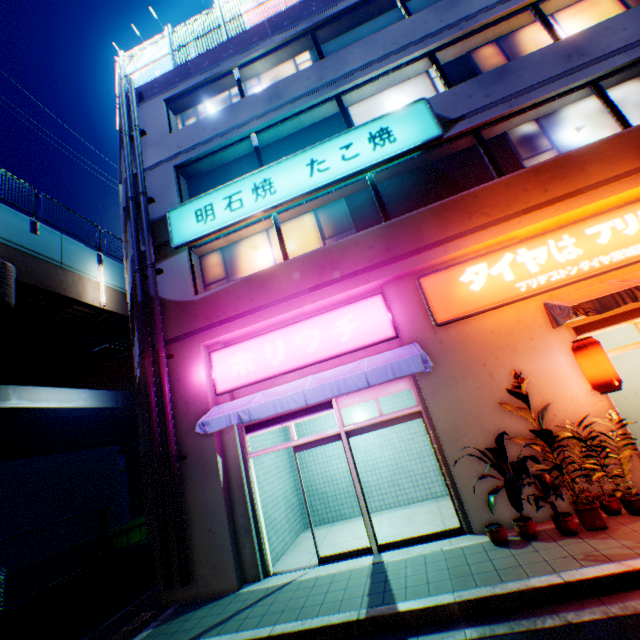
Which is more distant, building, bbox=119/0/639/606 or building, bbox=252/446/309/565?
building, bbox=252/446/309/565

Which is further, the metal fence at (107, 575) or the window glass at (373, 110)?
the window glass at (373, 110)

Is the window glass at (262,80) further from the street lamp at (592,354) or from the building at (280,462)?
the street lamp at (592,354)

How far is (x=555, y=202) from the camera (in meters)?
6.91

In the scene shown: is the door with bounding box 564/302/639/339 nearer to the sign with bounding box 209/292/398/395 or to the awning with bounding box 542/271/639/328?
the awning with bounding box 542/271/639/328

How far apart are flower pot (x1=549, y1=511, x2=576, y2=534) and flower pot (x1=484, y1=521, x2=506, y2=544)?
0.7 meters

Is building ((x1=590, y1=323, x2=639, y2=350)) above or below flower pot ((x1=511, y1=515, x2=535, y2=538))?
above

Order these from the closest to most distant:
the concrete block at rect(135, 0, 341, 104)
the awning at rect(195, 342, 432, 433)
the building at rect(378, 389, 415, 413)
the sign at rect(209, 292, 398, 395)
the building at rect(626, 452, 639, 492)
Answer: the building at rect(626, 452, 639, 492)
the awning at rect(195, 342, 432, 433)
the sign at rect(209, 292, 398, 395)
the building at rect(378, 389, 415, 413)
the concrete block at rect(135, 0, 341, 104)
